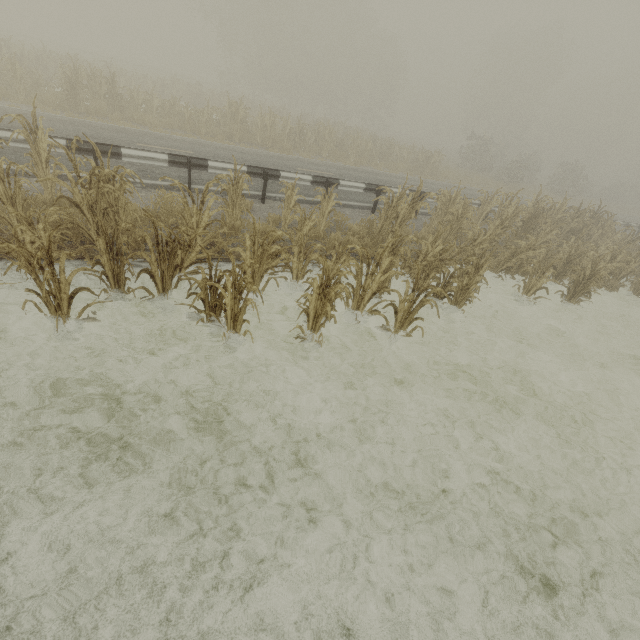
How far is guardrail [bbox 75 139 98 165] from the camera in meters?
7.1 m

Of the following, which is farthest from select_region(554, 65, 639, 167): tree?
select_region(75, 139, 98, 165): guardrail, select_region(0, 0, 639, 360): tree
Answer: select_region(75, 139, 98, 165): guardrail

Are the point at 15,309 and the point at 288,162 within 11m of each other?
no

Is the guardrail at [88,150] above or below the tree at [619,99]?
below

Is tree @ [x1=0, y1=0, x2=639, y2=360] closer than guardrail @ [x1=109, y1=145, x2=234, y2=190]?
Yes

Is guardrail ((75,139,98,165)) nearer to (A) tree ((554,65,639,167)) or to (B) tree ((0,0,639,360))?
(B) tree ((0,0,639,360))

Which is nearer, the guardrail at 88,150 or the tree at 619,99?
the guardrail at 88,150
